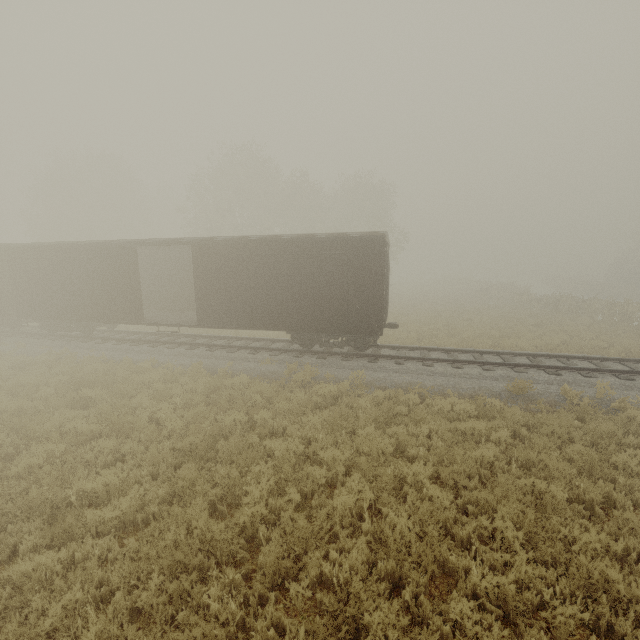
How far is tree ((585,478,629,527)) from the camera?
5.3m

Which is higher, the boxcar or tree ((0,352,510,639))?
the boxcar

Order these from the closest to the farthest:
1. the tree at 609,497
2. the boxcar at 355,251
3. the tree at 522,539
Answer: the tree at 522,539
the tree at 609,497
the boxcar at 355,251

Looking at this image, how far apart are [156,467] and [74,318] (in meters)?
12.69

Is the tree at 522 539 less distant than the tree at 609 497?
Yes

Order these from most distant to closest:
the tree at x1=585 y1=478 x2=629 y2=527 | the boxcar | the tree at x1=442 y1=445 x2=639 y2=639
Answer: the boxcar → the tree at x1=585 y1=478 x2=629 y2=527 → the tree at x1=442 y1=445 x2=639 y2=639
